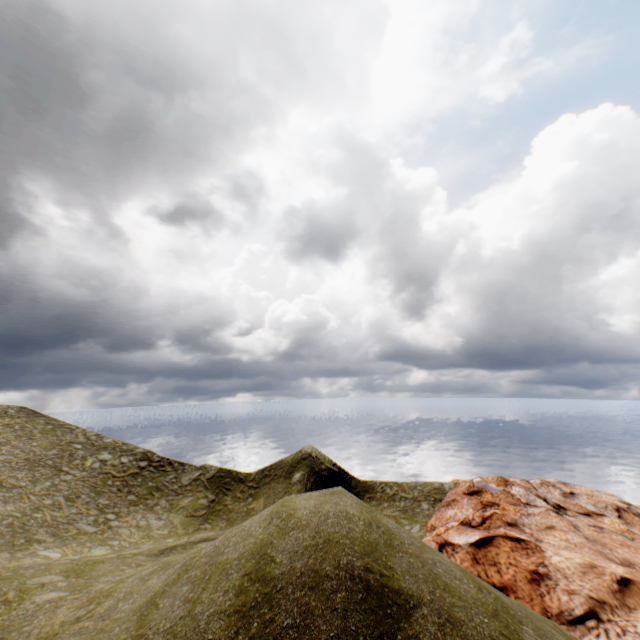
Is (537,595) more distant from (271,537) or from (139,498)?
(139,498)
